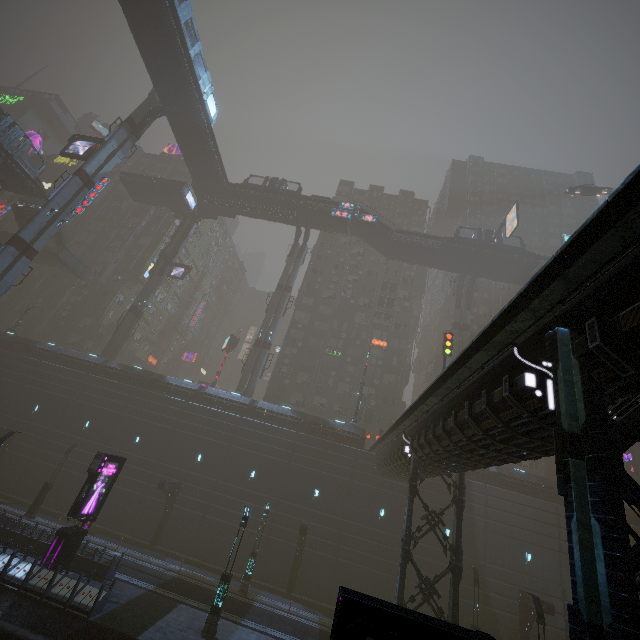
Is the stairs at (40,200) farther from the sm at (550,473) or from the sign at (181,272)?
the sm at (550,473)

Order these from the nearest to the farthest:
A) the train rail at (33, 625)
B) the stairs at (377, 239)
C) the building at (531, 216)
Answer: the train rail at (33, 625)
the stairs at (377, 239)
the building at (531, 216)

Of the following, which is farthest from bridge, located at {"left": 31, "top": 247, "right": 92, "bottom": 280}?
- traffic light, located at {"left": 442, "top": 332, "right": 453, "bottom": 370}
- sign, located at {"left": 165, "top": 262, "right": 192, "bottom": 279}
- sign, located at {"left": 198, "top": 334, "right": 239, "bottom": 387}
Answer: traffic light, located at {"left": 442, "top": 332, "right": 453, "bottom": 370}

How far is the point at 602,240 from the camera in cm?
544

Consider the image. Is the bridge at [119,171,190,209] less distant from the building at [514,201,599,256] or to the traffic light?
the building at [514,201,599,256]

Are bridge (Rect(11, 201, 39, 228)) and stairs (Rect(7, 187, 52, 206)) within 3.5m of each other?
yes

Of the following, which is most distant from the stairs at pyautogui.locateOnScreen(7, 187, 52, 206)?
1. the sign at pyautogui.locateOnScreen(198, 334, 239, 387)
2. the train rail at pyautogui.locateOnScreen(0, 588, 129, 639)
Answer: the train rail at pyautogui.locateOnScreen(0, 588, 129, 639)

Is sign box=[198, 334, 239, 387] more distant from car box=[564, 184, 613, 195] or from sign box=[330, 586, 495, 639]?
sign box=[330, 586, 495, 639]
